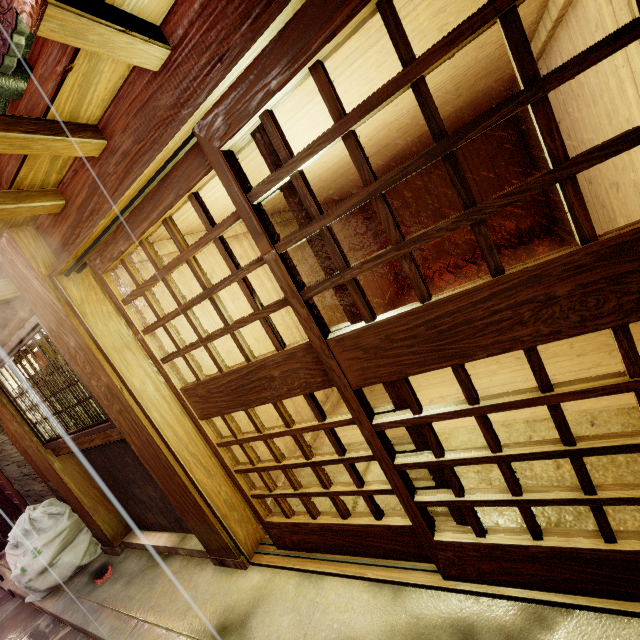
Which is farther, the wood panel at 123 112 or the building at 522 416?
the building at 522 416

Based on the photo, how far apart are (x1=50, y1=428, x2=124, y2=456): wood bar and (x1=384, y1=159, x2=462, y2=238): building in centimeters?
1433cm

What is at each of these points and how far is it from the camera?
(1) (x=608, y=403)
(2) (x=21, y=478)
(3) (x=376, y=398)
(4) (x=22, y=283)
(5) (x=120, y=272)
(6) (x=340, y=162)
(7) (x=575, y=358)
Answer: (1) building, 4.6m
(2) house, 9.4m
(3) building, 8.1m
(4) wood pole, 4.4m
(5) building, 5.3m
(6) building, 7.4m
(7) building, 5.8m

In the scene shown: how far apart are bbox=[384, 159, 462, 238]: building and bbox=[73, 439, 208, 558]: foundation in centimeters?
1389cm

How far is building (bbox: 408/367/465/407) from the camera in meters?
6.6 m

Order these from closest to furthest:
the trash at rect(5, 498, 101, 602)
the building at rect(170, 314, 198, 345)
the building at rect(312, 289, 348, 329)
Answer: the building at rect(170, 314, 198, 345) < the trash at rect(5, 498, 101, 602) < the building at rect(312, 289, 348, 329)

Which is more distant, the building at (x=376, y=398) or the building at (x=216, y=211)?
the building at (x=376, y=398)
